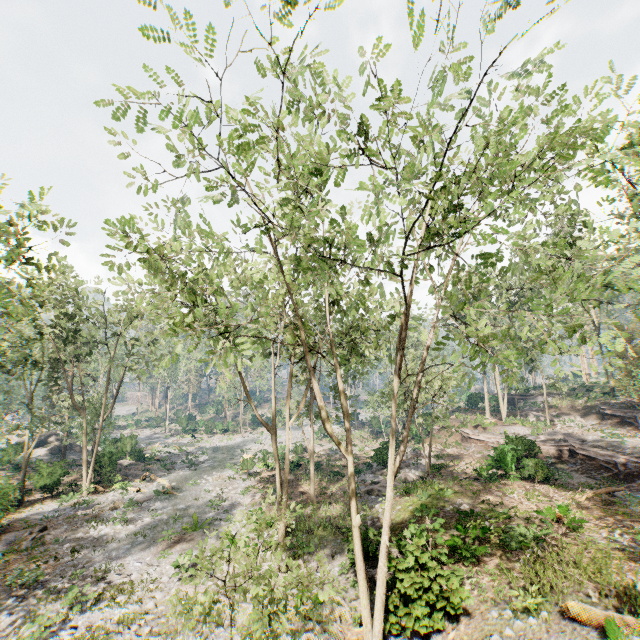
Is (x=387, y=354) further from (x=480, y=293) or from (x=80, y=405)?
(x=80, y=405)

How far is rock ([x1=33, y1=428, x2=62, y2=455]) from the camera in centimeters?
3950cm

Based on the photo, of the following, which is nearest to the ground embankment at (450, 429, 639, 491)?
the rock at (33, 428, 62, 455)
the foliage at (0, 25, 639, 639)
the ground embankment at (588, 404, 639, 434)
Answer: the foliage at (0, 25, 639, 639)

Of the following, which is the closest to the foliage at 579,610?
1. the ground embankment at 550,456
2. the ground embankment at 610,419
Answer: the ground embankment at 610,419

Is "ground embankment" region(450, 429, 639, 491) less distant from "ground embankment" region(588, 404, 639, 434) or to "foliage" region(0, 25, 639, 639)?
"foliage" region(0, 25, 639, 639)

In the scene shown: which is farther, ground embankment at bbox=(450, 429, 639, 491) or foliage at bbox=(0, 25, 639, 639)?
ground embankment at bbox=(450, 429, 639, 491)

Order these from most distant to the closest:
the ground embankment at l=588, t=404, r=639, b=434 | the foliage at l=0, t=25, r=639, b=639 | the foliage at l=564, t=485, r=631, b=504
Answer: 1. the ground embankment at l=588, t=404, r=639, b=434
2. the foliage at l=564, t=485, r=631, b=504
3. the foliage at l=0, t=25, r=639, b=639

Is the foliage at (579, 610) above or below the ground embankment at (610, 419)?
below
